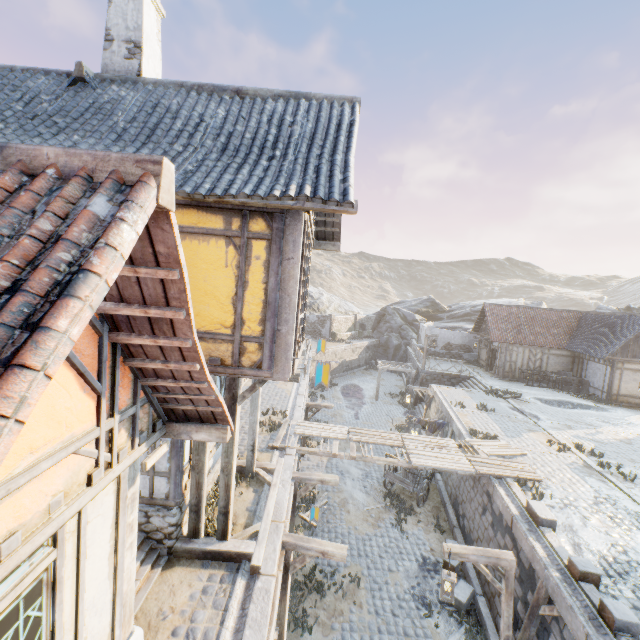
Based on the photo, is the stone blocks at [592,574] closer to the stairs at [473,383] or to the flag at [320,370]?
the stairs at [473,383]

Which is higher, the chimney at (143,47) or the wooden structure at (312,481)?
the chimney at (143,47)

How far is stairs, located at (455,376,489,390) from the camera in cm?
2321

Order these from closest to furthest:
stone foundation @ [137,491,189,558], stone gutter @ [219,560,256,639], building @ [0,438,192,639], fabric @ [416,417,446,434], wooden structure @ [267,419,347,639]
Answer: building @ [0,438,192,639], stone gutter @ [219,560,256,639], stone foundation @ [137,491,189,558], wooden structure @ [267,419,347,639], fabric @ [416,417,446,434]

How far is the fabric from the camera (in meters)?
15.88

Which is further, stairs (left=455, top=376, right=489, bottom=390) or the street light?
stairs (left=455, top=376, right=489, bottom=390)

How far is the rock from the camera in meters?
40.8

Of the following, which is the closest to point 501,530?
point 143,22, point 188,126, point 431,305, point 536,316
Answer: point 188,126
